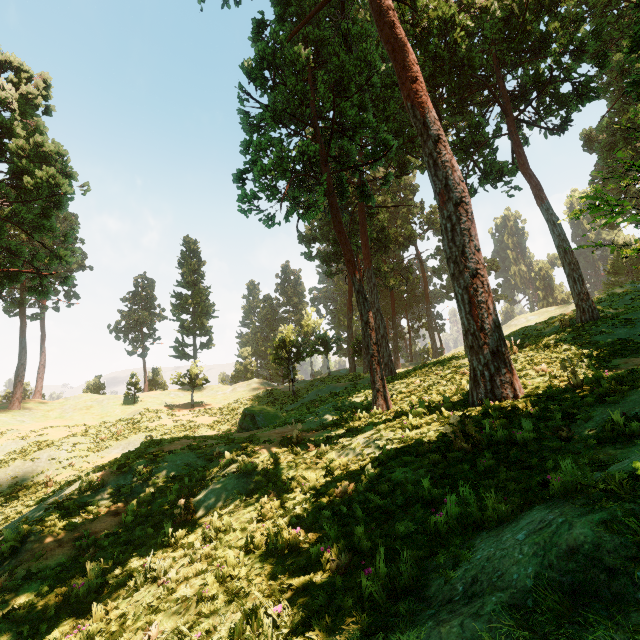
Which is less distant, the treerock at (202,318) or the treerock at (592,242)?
the treerock at (592,242)

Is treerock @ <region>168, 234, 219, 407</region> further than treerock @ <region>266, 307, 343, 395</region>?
Yes

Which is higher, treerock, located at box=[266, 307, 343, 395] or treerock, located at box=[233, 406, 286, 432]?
treerock, located at box=[266, 307, 343, 395]

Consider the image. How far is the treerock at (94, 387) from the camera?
49.0 meters

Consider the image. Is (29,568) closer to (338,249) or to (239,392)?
(338,249)

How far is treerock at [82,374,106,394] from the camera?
49.0 meters

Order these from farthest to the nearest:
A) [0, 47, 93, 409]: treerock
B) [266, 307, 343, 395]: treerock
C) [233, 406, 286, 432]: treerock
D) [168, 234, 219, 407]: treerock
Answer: [168, 234, 219, 407]: treerock < [266, 307, 343, 395]: treerock < [233, 406, 286, 432]: treerock < [0, 47, 93, 409]: treerock
